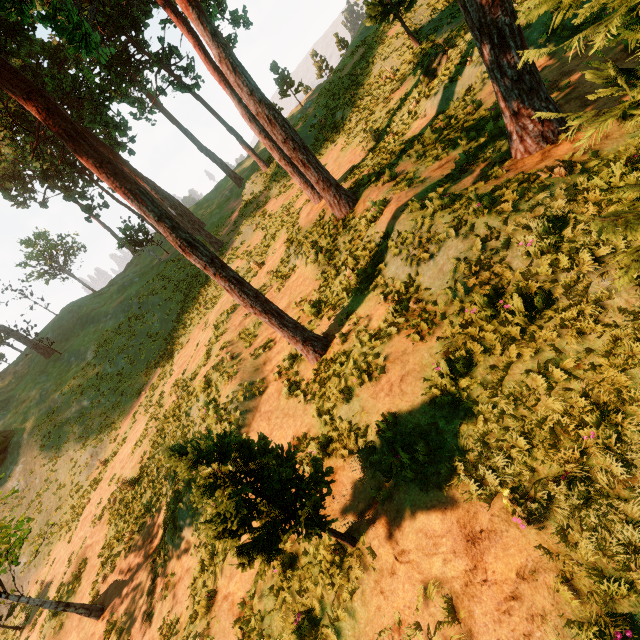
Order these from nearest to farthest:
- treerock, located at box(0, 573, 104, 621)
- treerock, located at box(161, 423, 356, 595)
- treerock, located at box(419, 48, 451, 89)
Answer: treerock, located at box(161, 423, 356, 595)
treerock, located at box(0, 573, 104, 621)
treerock, located at box(419, 48, 451, 89)

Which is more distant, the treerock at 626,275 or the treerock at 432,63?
the treerock at 432,63

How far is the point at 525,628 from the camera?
3.6 meters

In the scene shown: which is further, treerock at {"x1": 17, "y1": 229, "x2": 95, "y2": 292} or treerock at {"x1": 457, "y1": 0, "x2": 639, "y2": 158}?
treerock at {"x1": 17, "y1": 229, "x2": 95, "y2": 292}

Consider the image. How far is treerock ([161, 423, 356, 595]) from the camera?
4.3m

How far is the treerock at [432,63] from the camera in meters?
13.9 m
